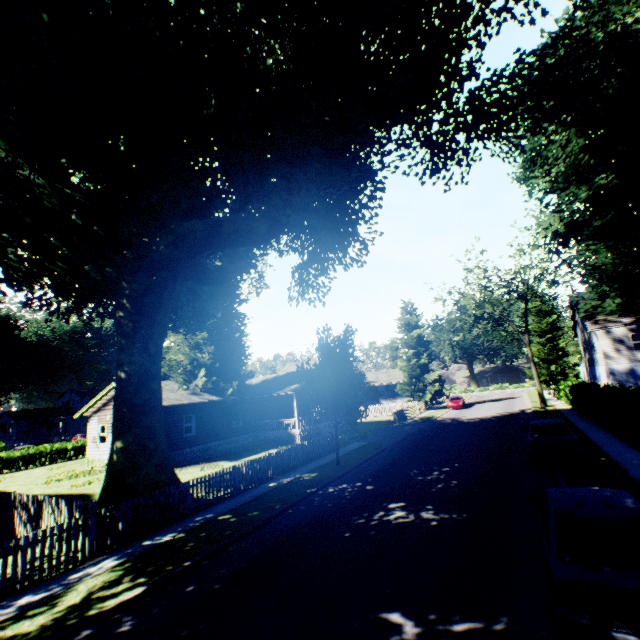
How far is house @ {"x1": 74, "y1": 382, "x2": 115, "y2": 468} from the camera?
26.2 meters

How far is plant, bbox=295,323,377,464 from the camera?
17.1 meters

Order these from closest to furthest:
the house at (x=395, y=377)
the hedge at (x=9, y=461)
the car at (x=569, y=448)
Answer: the car at (x=569, y=448), the hedge at (x=9, y=461), the house at (x=395, y=377)

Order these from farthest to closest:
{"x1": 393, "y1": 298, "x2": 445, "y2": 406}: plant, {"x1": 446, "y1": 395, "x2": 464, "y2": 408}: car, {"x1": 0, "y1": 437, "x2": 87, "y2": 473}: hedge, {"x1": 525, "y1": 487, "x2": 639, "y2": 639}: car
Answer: {"x1": 393, "y1": 298, "x2": 445, "y2": 406}: plant < {"x1": 446, "y1": 395, "x2": 464, "y2": 408}: car < {"x1": 0, "y1": 437, "x2": 87, "y2": 473}: hedge < {"x1": 525, "y1": 487, "x2": 639, "y2": 639}: car

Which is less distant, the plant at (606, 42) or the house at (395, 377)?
the plant at (606, 42)

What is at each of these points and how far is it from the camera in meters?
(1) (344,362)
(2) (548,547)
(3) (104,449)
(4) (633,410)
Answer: (1) plant, 18.0
(2) car, 5.3
(3) house, 26.2
(4) hedge, 15.0

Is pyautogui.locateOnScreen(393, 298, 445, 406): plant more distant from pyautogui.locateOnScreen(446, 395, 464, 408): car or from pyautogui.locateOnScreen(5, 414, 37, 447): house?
pyautogui.locateOnScreen(5, 414, 37, 447): house

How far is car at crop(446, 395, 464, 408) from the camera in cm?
4056
